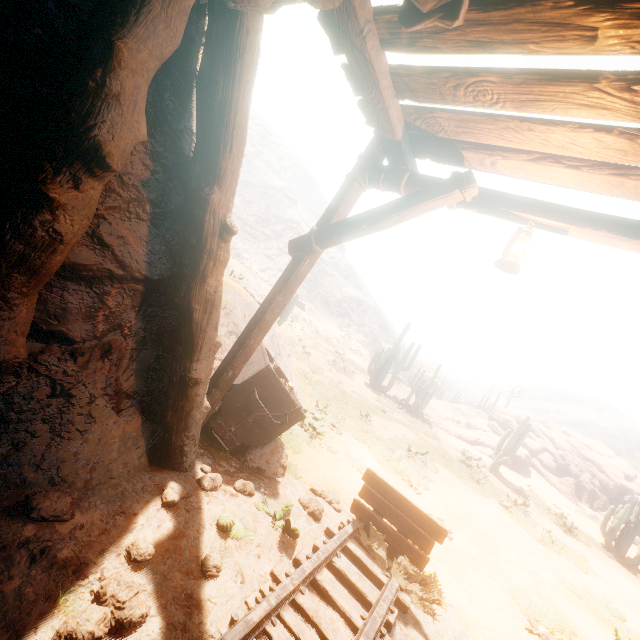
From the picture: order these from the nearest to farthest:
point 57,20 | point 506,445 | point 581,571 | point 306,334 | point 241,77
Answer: point 57,20 → point 241,77 → point 581,571 → point 506,445 → point 306,334

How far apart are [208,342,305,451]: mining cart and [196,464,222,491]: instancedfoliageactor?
0.68m

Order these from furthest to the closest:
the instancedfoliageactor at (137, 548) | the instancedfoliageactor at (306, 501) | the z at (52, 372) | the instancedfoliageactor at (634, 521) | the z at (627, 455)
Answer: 1. the z at (627, 455)
2. the instancedfoliageactor at (634, 521)
3. the instancedfoliageactor at (306, 501)
4. the instancedfoliageactor at (137, 548)
5. the z at (52, 372)

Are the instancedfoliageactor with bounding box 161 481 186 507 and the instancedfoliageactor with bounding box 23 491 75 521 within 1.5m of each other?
yes

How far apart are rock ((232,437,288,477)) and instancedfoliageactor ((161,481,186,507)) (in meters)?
1.48

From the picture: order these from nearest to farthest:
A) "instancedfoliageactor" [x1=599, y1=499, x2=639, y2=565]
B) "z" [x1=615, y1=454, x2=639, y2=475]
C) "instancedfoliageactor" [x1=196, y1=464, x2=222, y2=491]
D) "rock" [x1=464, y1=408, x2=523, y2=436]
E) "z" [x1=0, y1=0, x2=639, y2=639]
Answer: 1. "z" [x1=0, y1=0, x2=639, y2=639]
2. "instancedfoliageactor" [x1=196, y1=464, x2=222, y2=491]
3. "instancedfoliageactor" [x1=599, y1=499, x2=639, y2=565]
4. "rock" [x1=464, y1=408, x2=523, y2=436]
5. "z" [x1=615, y1=454, x2=639, y2=475]

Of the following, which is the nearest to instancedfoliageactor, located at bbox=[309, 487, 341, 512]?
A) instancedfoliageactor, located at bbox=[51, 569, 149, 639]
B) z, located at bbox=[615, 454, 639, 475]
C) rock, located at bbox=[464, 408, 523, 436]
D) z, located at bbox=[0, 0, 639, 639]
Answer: z, located at bbox=[0, 0, 639, 639]

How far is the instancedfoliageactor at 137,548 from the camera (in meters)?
2.40
